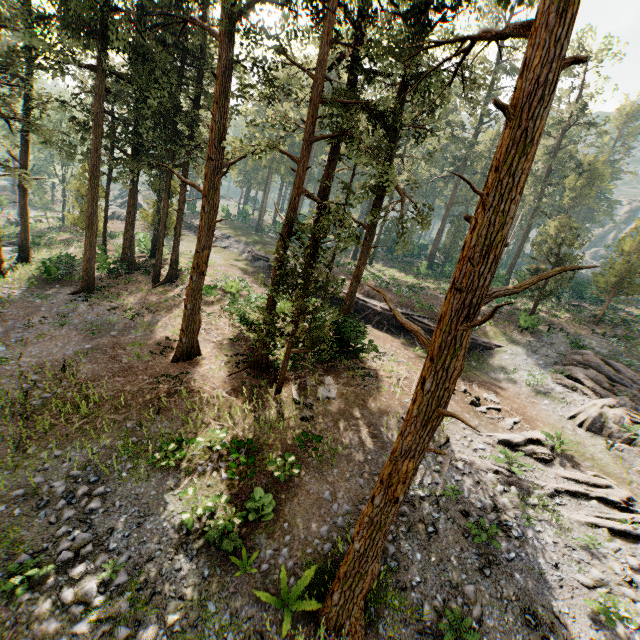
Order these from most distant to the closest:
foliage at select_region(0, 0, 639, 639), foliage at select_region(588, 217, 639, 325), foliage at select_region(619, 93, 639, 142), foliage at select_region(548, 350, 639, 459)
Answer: foliage at select_region(619, 93, 639, 142) → foliage at select_region(588, 217, 639, 325) → foliage at select_region(548, 350, 639, 459) → foliage at select_region(0, 0, 639, 639)

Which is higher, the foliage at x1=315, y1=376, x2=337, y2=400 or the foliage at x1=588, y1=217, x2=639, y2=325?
the foliage at x1=588, y1=217, x2=639, y2=325

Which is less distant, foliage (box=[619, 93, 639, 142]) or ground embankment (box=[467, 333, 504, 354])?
ground embankment (box=[467, 333, 504, 354])

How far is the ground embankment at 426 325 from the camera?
26.6 meters

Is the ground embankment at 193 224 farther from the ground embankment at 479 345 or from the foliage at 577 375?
the ground embankment at 479 345

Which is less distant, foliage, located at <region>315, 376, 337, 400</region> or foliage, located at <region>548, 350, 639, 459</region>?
foliage, located at <region>315, 376, 337, 400</region>

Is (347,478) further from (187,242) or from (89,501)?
(187,242)
